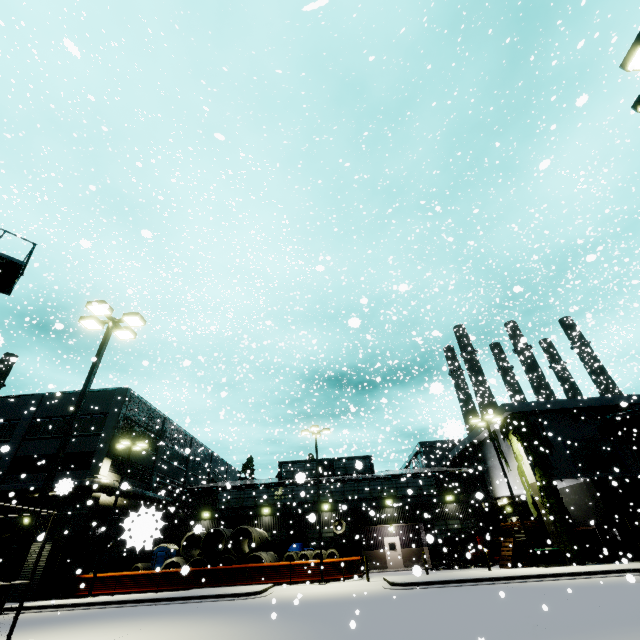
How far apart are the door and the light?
21.7m

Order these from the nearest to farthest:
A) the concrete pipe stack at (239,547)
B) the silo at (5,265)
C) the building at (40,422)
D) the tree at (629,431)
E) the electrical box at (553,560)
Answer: the silo at (5,265), the electrical box at (553,560), the concrete pipe stack at (239,547), the tree at (629,431), the building at (40,422)

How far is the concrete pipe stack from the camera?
23.8m

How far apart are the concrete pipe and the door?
4.9 meters

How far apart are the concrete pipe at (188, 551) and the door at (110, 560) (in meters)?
4.90

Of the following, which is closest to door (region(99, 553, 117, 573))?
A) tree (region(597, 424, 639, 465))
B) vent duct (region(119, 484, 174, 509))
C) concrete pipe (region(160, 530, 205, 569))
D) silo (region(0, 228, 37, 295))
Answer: vent duct (region(119, 484, 174, 509))

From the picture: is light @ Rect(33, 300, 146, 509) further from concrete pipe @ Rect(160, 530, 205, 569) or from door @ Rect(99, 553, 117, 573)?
door @ Rect(99, 553, 117, 573)

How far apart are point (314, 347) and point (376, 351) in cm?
557
